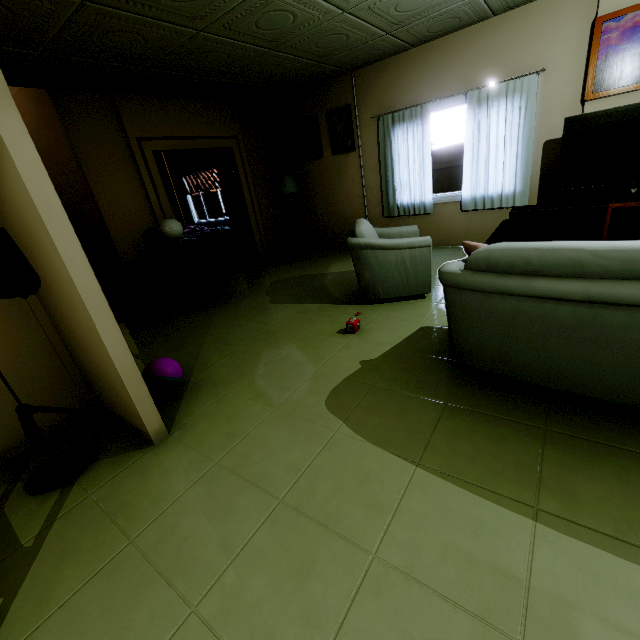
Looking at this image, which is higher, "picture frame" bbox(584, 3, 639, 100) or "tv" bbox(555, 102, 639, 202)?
"picture frame" bbox(584, 3, 639, 100)

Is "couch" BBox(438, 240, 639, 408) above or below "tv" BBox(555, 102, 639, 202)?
below

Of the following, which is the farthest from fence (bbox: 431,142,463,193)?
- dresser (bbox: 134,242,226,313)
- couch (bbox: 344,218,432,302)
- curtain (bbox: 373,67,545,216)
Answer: dresser (bbox: 134,242,226,313)

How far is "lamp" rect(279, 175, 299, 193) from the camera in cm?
608

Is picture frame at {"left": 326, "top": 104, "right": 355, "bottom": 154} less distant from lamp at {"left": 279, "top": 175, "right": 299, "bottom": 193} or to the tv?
lamp at {"left": 279, "top": 175, "right": 299, "bottom": 193}

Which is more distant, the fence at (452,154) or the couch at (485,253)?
the fence at (452,154)

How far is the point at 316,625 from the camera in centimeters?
110cm

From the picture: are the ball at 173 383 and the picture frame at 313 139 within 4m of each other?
no
